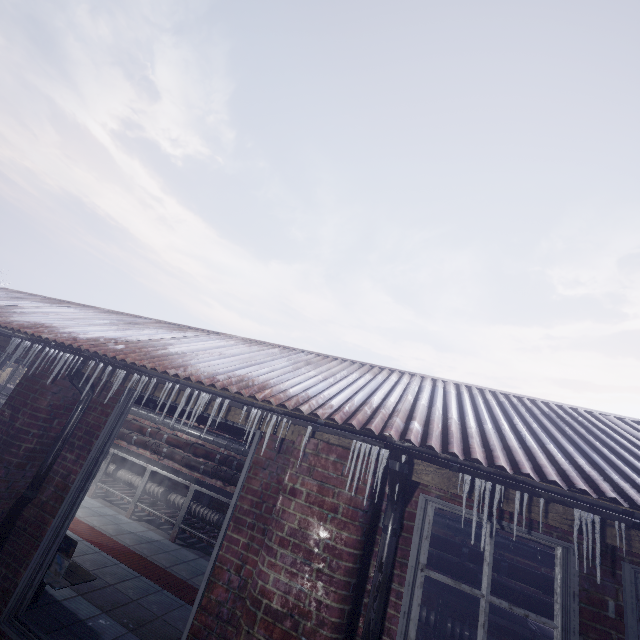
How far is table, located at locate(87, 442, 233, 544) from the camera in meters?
5.2 m

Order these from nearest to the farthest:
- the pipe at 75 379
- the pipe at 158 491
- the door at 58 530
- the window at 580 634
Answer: the window at 580 634, the door at 58 530, the pipe at 75 379, the pipe at 158 491

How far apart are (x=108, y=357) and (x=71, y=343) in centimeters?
68cm

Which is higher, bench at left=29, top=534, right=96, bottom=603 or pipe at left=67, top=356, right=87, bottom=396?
pipe at left=67, top=356, right=87, bottom=396

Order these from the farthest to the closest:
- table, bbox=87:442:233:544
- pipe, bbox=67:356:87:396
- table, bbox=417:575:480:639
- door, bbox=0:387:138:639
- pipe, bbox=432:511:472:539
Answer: table, bbox=87:442:233:544 → pipe, bbox=432:511:472:539 → table, bbox=417:575:480:639 → pipe, bbox=67:356:87:396 → door, bbox=0:387:138:639

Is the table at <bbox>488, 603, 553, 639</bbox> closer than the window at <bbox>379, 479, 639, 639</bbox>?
No

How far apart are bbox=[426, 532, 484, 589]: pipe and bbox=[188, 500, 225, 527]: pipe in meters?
0.4

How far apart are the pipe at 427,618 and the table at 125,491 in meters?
0.0
